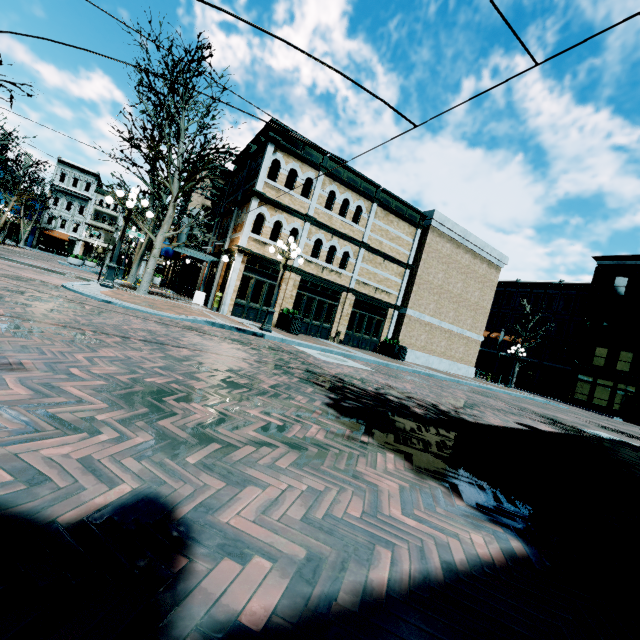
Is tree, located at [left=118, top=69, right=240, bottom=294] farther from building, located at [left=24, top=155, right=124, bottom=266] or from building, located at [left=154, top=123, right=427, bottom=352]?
building, located at [left=24, top=155, right=124, bottom=266]

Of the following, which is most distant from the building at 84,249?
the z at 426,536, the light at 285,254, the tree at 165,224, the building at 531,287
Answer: the light at 285,254

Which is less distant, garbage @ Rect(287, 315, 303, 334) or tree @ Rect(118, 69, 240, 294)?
tree @ Rect(118, 69, 240, 294)

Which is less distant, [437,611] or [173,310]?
[437,611]

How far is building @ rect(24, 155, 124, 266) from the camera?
48.62m

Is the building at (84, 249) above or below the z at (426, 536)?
above

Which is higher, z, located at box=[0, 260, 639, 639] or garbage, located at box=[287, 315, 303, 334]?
garbage, located at box=[287, 315, 303, 334]

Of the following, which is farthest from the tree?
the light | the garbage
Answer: the garbage
